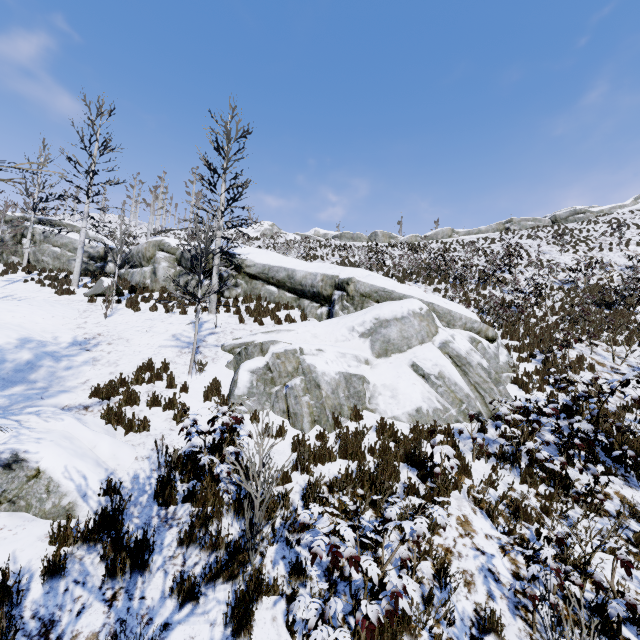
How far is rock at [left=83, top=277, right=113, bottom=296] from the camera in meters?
14.8

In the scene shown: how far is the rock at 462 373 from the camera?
7.70m

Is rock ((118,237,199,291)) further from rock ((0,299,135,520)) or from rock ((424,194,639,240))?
rock ((424,194,639,240))

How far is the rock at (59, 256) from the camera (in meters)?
20.53

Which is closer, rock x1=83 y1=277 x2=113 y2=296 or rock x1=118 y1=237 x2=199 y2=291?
rock x1=83 y1=277 x2=113 y2=296

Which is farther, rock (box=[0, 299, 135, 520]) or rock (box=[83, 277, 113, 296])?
rock (box=[83, 277, 113, 296])

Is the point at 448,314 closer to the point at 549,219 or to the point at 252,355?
the point at 252,355

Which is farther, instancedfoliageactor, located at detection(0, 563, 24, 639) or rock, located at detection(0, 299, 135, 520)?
rock, located at detection(0, 299, 135, 520)
